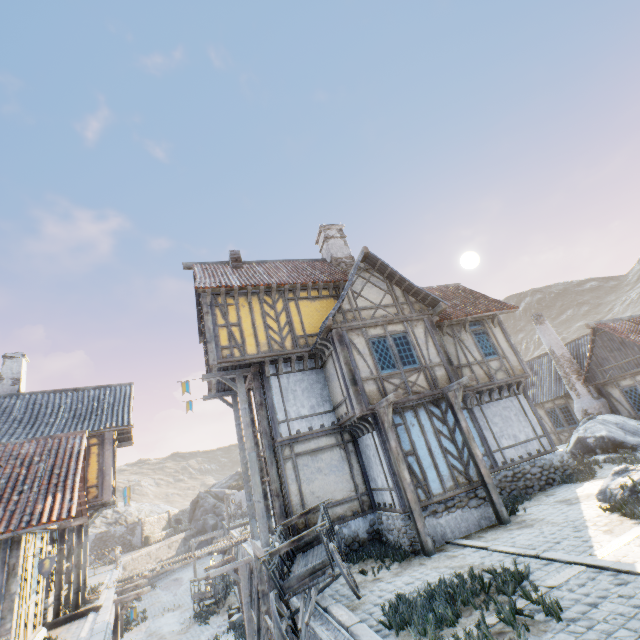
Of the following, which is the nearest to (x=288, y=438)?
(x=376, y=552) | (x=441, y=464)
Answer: (x=376, y=552)

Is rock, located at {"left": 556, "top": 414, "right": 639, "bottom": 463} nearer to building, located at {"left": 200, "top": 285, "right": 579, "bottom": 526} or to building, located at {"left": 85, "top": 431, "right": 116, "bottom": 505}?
building, located at {"left": 200, "top": 285, "right": 579, "bottom": 526}

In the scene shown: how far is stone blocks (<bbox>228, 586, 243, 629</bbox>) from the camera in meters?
16.5 m

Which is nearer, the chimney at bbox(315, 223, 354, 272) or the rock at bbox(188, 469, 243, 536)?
the chimney at bbox(315, 223, 354, 272)

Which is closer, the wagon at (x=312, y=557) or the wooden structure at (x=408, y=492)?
the wagon at (x=312, y=557)

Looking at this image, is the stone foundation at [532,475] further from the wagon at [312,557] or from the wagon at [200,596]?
the wagon at [200,596]

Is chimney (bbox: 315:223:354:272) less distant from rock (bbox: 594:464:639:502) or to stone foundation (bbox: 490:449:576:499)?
stone foundation (bbox: 490:449:576:499)

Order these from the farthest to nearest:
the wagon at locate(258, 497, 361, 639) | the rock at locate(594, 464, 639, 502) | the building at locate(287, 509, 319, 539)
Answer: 1. the building at locate(287, 509, 319, 539)
2. the rock at locate(594, 464, 639, 502)
3. the wagon at locate(258, 497, 361, 639)
